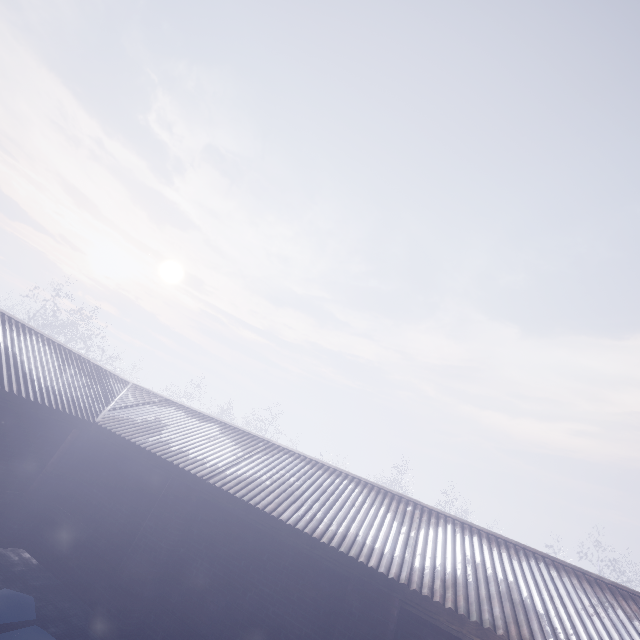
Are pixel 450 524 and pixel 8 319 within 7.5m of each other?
no
